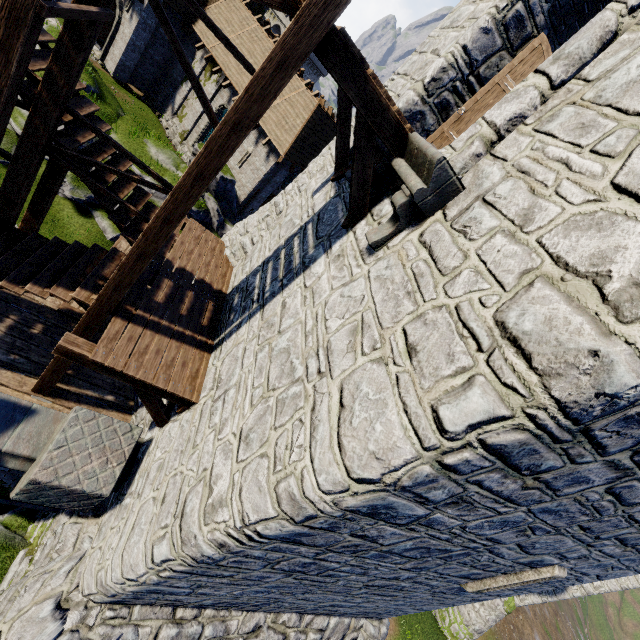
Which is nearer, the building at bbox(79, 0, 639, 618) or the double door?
the building at bbox(79, 0, 639, 618)

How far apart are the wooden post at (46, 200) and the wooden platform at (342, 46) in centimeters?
568cm

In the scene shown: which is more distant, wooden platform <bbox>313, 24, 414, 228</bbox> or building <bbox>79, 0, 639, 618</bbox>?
wooden platform <bbox>313, 24, 414, 228</bbox>

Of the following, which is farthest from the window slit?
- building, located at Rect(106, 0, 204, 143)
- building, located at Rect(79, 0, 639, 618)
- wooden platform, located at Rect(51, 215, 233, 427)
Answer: building, located at Rect(106, 0, 204, 143)

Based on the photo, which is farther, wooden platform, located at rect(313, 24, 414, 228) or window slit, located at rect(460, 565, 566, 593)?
window slit, located at rect(460, 565, 566, 593)

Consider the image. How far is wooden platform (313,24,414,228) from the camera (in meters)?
3.94

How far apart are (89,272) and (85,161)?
2.11m

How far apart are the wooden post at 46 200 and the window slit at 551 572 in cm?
1287
